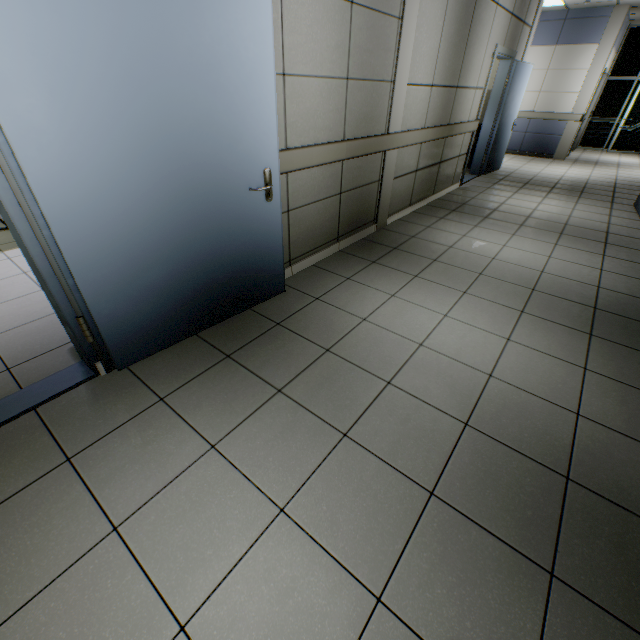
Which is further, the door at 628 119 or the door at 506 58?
the door at 628 119

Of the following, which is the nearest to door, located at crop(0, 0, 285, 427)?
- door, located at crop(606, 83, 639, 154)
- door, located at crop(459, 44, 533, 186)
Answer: door, located at crop(459, 44, 533, 186)

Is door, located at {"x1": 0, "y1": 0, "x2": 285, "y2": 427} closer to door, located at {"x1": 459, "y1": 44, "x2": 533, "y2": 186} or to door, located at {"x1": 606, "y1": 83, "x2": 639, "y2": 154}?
door, located at {"x1": 459, "y1": 44, "x2": 533, "y2": 186}

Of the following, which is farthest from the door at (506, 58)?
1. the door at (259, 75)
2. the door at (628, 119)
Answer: the door at (628, 119)

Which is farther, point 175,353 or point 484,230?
point 484,230

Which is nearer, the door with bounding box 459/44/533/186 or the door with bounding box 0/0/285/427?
the door with bounding box 0/0/285/427
